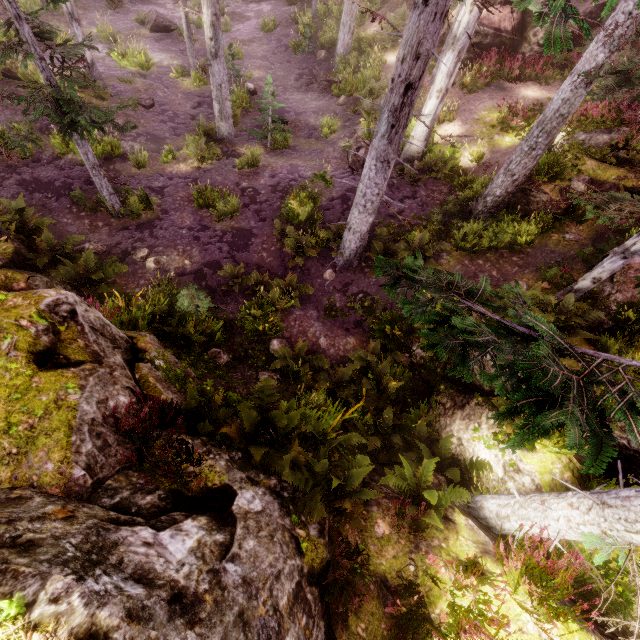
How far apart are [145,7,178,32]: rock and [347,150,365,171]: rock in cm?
1550

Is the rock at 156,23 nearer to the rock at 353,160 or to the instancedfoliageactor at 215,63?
the instancedfoliageactor at 215,63

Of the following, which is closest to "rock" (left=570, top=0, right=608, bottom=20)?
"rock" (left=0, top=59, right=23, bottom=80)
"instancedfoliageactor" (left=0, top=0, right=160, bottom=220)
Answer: "instancedfoliageactor" (left=0, top=0, right=160, bottom=220)

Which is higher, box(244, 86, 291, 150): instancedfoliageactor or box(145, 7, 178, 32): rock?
box(145, 7, 178, 32): rock

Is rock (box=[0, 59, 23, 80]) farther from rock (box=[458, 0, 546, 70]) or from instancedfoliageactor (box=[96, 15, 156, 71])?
rock (box=[458, 0, 546, 70])

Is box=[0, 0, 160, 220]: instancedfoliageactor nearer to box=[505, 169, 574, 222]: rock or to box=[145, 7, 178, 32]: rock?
box=[505, 169, 574, 222]: rock

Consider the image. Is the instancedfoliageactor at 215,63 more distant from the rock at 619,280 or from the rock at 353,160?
the rock at 353,160

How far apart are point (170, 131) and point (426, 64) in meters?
13.6
